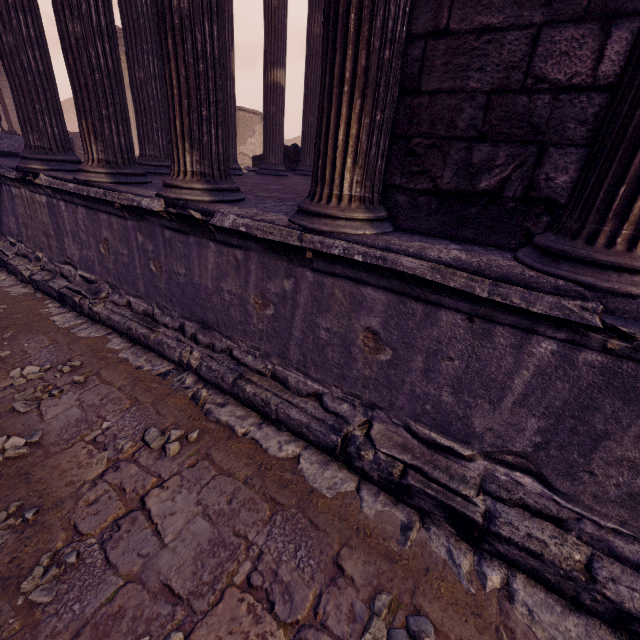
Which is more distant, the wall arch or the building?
the wall arch

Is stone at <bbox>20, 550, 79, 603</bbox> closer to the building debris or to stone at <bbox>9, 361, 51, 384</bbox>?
stone at <bbox>9, 361, 51, 384</bbox>

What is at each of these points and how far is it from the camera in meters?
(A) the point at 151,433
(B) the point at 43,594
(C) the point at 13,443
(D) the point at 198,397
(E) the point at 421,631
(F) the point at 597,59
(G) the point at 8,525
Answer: (A) stone, 2.3 m
(B) stone, 1.5 m
(C) stone, 2.2 m
(D) stone, 2.7 m
(E) stone, 1.4 m
(F) building, 1.4 m
(G) stone, 1.7 m

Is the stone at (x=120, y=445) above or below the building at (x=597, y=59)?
below

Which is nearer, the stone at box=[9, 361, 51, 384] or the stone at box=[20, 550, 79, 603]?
the stone at box=[20, 550, 79, 603]

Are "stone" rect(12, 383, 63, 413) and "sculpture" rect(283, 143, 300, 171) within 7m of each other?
no

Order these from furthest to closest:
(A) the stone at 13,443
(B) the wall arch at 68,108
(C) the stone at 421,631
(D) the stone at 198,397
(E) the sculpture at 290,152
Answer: (B) the wall arch at 68,108 < (E) the sculpture at 290,152 < (D) the stone at 198,397 < (A) the stone at 13,443 < (C) the stone at 421,631

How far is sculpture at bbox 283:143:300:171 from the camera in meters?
9.9 m
